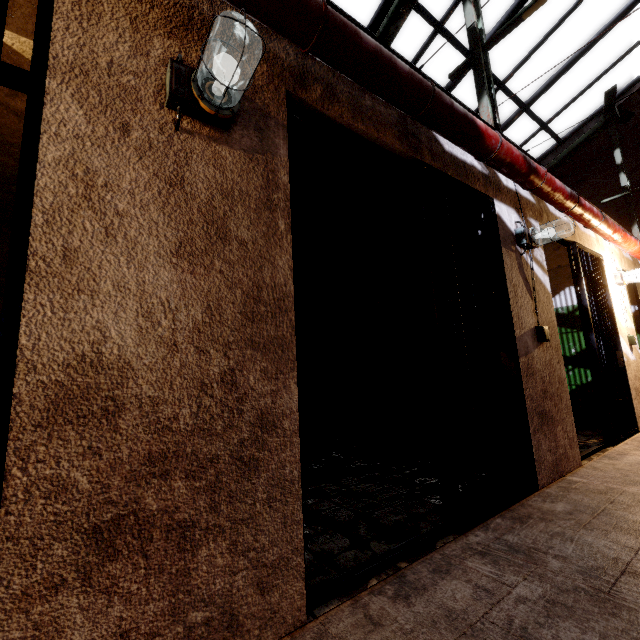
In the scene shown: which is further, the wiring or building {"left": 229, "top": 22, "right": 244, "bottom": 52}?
the wiring

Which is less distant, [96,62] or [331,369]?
[96,62]

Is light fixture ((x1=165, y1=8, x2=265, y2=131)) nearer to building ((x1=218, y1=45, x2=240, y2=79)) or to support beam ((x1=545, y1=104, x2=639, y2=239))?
building ((x1=218, y1=45, x2=240, y2=79))

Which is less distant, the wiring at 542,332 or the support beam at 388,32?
the wiring at 542,332

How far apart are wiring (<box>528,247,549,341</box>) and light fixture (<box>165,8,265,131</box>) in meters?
2.9

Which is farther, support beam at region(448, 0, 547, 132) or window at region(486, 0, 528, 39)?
window at region(486, 0, 528, 39)

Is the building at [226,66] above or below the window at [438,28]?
below

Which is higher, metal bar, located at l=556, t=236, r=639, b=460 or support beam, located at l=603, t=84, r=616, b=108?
support beam, located at l=603, t=84, r=616, b=108
